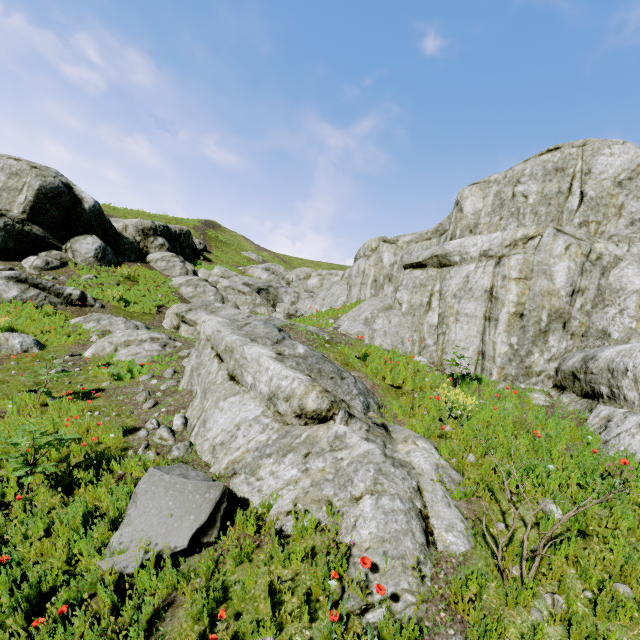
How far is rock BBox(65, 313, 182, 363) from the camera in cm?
1122

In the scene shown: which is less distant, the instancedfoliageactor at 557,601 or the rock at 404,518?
the instancedfoliageactor at 557,601

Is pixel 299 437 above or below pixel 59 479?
above

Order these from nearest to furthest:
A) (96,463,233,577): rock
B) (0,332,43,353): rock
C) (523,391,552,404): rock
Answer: (96,463,233,577): rock, (523,391,552,404): rock, (0,332,43,353): rock

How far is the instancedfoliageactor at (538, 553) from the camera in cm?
331

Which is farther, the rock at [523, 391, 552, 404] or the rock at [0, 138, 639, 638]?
the rock at [523, 391, 552, 404]

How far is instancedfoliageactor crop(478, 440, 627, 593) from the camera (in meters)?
3.31
